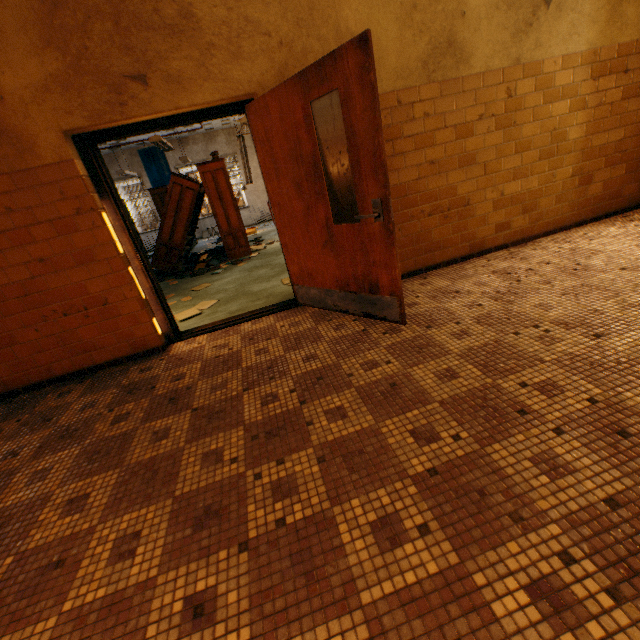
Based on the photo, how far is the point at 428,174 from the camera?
3.6m

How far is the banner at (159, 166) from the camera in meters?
13.0

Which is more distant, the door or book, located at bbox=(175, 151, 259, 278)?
book, located at bbox=(175, 151, 259, 278)

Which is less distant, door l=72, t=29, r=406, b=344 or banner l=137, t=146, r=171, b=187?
door l=72, t=29, r=406, b=344

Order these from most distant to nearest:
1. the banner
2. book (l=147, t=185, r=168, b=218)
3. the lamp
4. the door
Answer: the banner
book (l=147, t=185, r=168, b=218)
the lamp
the door

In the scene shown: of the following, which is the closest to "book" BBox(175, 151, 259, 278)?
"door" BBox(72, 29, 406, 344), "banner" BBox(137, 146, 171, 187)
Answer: "door" BBox(72, 29, 406, 344)

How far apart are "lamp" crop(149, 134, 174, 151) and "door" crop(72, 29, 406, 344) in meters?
4.6 m

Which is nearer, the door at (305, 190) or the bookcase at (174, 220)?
the door at (305, 190)
